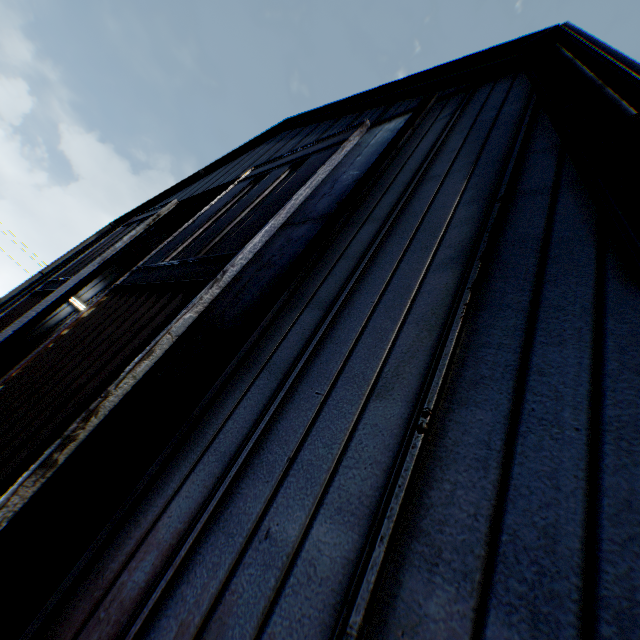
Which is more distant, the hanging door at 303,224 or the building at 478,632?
the hanging door at 303,224

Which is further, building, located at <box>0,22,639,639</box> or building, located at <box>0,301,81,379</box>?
building, located at <box>0,301,81,379</box>

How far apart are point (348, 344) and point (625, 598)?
2.1 meters

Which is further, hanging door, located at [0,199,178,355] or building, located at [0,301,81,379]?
building, located at [0,301,81,379]

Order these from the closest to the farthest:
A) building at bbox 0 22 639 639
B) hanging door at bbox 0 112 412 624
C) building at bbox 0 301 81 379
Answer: building at bbox 0 22 639 639 < hanging door at bbox 0 112 412 624 < building at bbox 0 301 81 379
